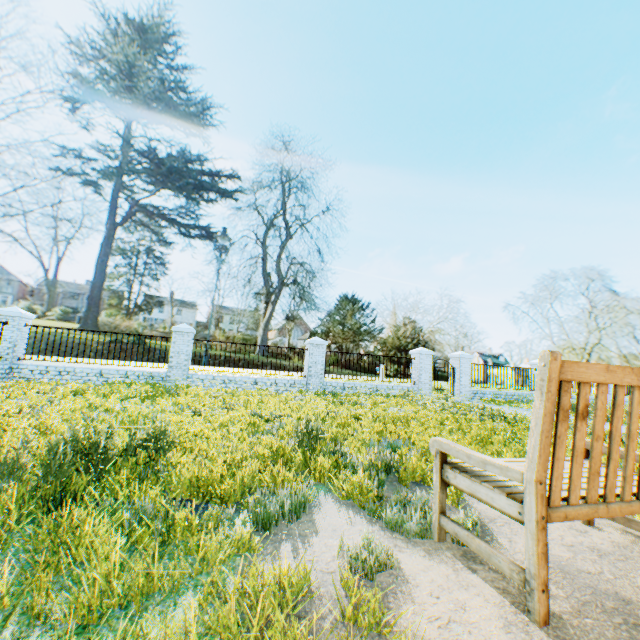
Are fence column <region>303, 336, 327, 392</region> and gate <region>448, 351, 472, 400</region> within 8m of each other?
yes

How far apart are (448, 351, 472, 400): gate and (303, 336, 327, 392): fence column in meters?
6.8

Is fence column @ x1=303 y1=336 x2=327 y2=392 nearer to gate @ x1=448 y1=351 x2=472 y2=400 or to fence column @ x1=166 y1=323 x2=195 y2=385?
fence column @ x1=166 y1=323 x2=195 y2=385

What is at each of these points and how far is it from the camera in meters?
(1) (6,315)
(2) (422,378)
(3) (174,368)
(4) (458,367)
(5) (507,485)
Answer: (1) fence column, 11.0
(2) gate, 15.7
(3) fence column, 12.4
(4) gate, 16.5
(5) bench, 2.1

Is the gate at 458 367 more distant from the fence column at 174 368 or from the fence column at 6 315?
the fence column at 6 315

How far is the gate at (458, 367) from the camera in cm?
1633

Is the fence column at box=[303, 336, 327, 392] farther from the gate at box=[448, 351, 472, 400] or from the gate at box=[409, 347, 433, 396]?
the gate at box=[448, 351, 472, 400]

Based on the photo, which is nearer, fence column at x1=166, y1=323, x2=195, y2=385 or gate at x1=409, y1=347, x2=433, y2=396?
fence column at x1=166, y1=323, x2=195, y2=385
